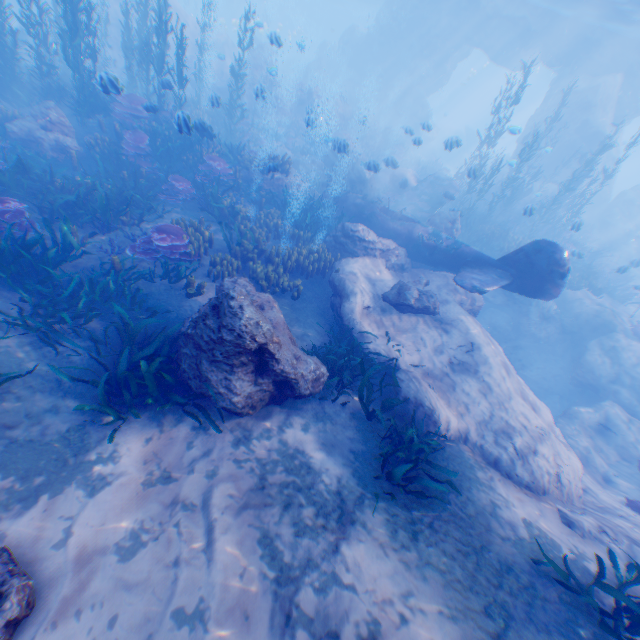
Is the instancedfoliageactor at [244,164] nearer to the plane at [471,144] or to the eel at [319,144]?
the eel at [319,144]

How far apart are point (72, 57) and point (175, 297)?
10.71m

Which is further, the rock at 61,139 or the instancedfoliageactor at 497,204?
the instancedfoliageactor at 497,204

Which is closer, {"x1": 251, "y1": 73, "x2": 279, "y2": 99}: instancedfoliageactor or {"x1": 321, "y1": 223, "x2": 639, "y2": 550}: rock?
{"x1": 321, "y1": 223, "x2": 639, "y2": 550}: rock

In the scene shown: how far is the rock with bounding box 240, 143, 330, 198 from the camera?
13.6 meters

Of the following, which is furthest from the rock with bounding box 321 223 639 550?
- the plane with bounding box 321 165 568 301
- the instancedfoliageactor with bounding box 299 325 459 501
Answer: the instancedfoliageactor with bounding box 299 325 459 501

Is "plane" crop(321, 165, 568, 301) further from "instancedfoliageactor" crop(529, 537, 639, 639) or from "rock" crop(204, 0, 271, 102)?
"instancedfoliageactor" crop(529, 537, 639, 639)

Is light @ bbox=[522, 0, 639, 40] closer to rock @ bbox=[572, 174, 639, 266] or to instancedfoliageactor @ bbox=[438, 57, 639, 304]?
rock @ bbox=[572, 174, 639, 266]
